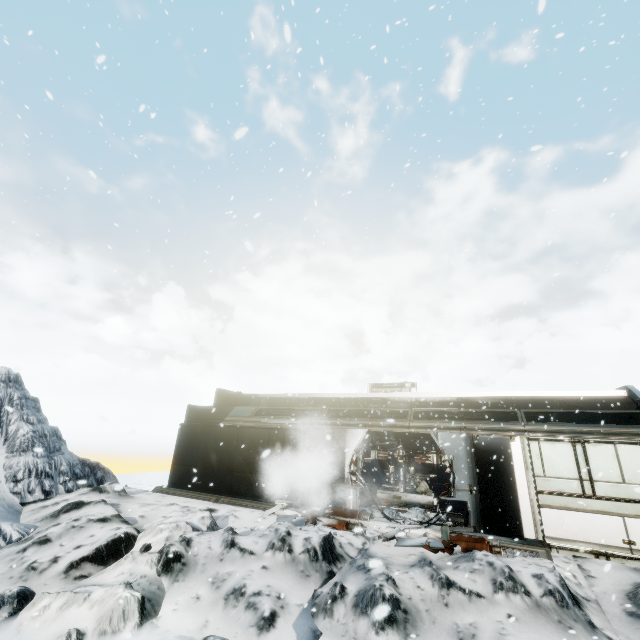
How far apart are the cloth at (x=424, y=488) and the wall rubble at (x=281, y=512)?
7.2m

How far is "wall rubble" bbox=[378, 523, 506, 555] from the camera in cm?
798

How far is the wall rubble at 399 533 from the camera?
8.0 meters

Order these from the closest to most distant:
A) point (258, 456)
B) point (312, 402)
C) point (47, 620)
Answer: point (47, 620) → point (258, 456) → point (312, 402)

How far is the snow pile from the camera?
10.5m

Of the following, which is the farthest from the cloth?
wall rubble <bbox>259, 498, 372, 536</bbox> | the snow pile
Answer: wall rubble <bbox>259, 498, 372, 536</bbox>

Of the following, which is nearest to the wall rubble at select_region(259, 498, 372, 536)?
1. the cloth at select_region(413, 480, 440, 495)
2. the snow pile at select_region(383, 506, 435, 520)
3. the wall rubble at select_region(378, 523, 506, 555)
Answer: the snow pile at select_region(383, 506, 435, 520)
